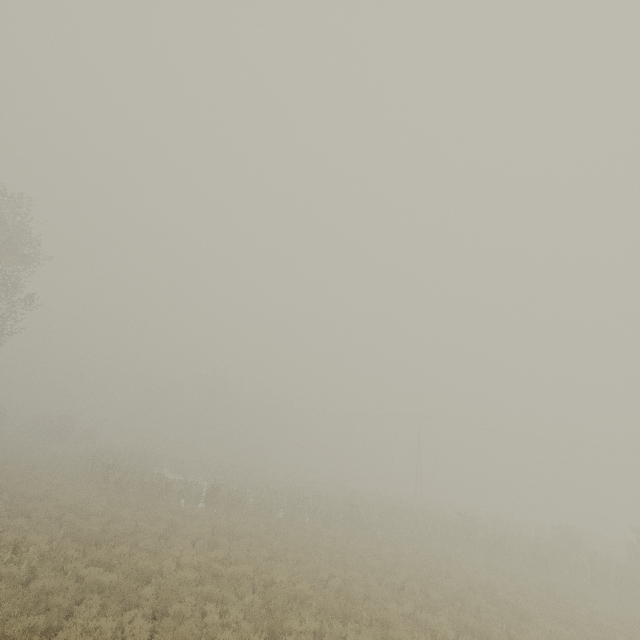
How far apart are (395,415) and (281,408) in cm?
2031
